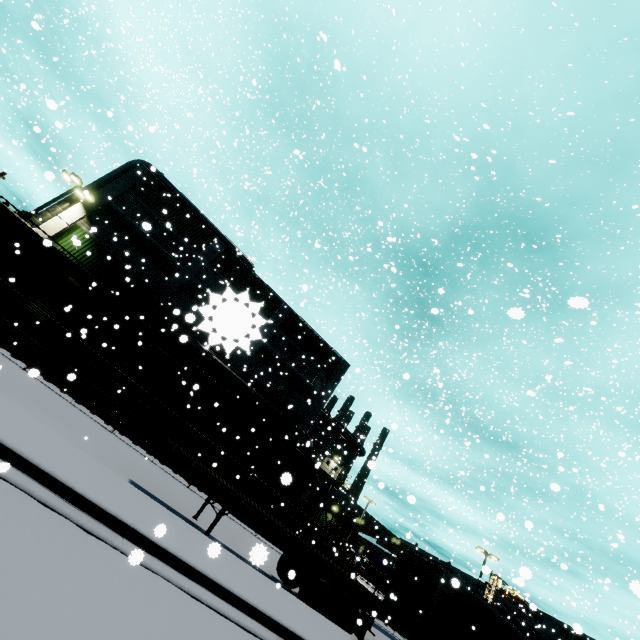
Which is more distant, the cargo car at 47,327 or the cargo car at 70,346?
the cargo car at 70,346

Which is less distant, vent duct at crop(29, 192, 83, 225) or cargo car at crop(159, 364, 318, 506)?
cargo car at crop(159, 364, 318, 506)

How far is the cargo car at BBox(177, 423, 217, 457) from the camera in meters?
19.0 m

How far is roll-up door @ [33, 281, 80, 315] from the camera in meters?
21.3 m

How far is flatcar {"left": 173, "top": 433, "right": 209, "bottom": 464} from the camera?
19.0 meters

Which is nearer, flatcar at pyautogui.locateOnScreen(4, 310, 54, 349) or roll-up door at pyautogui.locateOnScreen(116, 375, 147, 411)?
flatcar at pyautogui.locateOnScreen(4, 310, 54, 349)

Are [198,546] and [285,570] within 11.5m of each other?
yes

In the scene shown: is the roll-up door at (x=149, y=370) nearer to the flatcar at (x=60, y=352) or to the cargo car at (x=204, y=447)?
the cargo car at (x=204, y=447)
